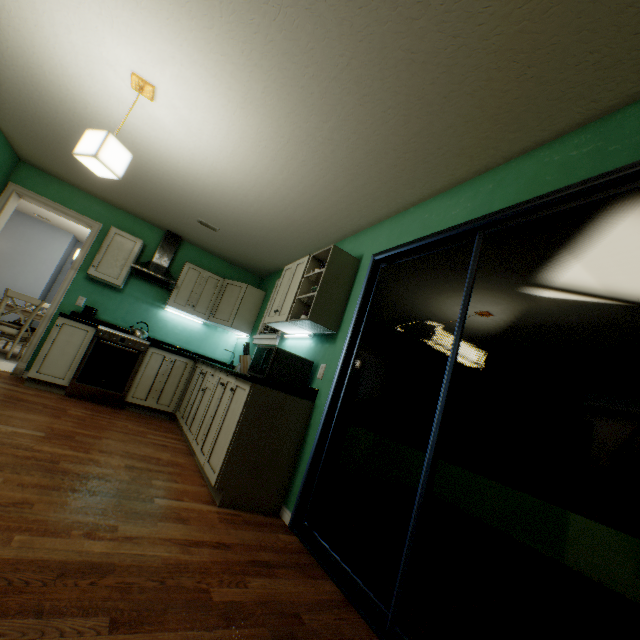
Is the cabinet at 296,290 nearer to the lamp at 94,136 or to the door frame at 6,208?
the lamp at 94,136

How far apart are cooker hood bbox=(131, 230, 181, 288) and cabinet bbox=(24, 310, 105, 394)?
0.81m

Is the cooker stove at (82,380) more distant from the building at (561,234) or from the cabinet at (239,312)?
the building at (561,234)

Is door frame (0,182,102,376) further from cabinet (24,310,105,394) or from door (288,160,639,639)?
door (288,160,639,639)

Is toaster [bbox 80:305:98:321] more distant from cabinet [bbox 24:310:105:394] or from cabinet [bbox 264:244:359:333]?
cabinet [bbox 264:244:359:333]

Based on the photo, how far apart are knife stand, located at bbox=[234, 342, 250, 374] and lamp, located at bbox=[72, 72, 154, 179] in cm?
186

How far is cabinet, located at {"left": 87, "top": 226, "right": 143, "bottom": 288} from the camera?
4.15m

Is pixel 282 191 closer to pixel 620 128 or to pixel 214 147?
pixel 214 147
